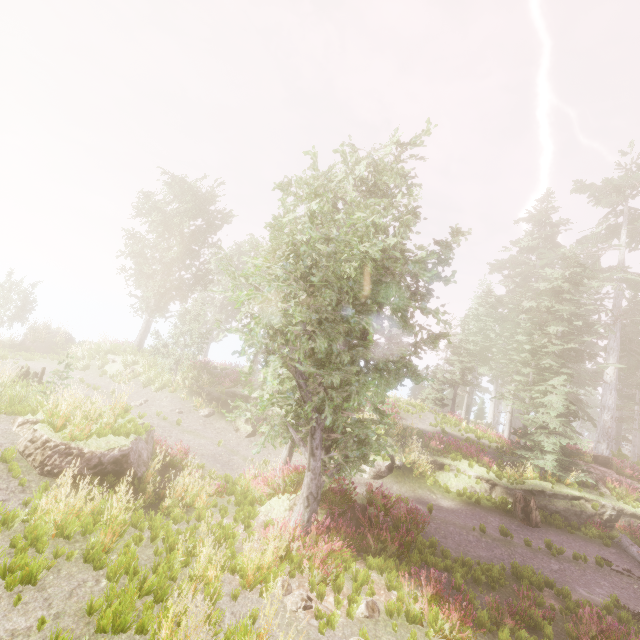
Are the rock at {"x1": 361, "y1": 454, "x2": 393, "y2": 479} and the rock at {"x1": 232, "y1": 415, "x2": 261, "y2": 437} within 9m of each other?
yes

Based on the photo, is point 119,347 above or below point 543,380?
below

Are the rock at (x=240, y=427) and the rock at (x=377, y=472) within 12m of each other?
yes

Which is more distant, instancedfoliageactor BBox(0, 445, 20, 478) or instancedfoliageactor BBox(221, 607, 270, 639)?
instancedfoliageactor BBox(0, 445, 20, 478)

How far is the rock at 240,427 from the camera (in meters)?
17.59

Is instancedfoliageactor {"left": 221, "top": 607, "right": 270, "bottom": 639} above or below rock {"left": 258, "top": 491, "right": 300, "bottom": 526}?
above

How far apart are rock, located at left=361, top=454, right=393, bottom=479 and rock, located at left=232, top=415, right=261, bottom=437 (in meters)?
5.95

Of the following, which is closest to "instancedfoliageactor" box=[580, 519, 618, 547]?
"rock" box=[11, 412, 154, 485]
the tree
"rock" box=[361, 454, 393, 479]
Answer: the tree
